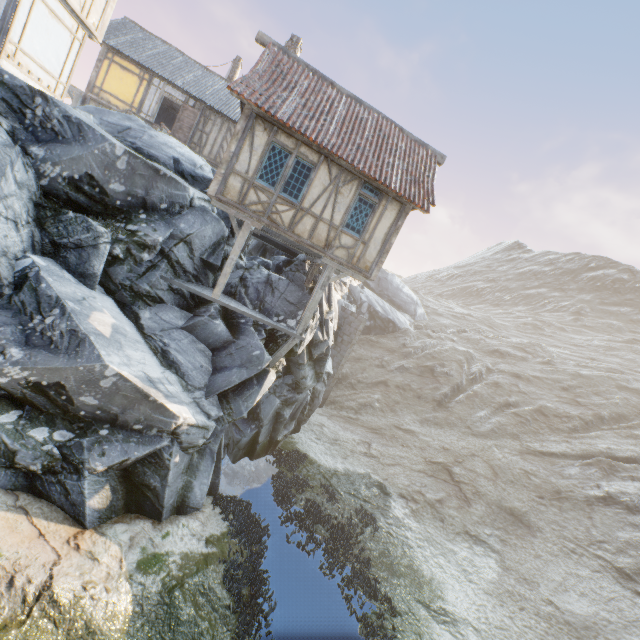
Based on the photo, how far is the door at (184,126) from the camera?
19.81m

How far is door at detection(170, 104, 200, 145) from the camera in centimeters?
1981cm

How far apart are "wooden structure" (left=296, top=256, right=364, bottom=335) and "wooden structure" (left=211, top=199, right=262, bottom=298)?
2.78m

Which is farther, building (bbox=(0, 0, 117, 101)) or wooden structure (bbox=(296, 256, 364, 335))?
wooden structure (bbox=(296, 256, 364, 335))

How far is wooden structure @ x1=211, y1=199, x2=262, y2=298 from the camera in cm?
1066

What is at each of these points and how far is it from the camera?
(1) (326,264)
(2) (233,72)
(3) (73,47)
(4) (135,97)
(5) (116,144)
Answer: (1) wooden structure, 12.2 meters
(2) chimney, 25.2 meters
(3) building, 12.6 meters
(4) building, 19.4 meters
(5) rock, 8.6 meters

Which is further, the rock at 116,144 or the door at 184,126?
the door at 184,126

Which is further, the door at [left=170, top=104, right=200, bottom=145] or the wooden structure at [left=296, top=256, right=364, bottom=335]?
the door at [left=170, top=104, right=200, bottom=145]
